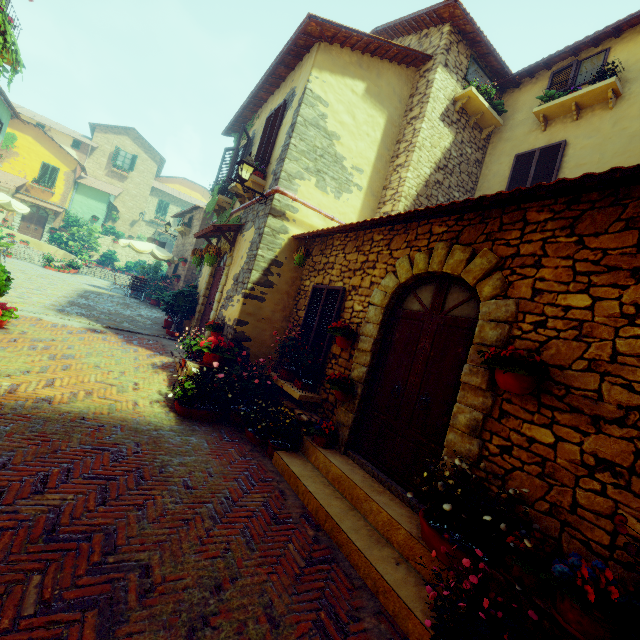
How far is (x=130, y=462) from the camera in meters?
3.7 m

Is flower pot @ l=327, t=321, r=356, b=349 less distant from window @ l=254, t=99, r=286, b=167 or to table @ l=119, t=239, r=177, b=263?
window @ l=254, t=99, r=286, b=167

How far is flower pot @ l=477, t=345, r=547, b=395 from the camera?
2.8m

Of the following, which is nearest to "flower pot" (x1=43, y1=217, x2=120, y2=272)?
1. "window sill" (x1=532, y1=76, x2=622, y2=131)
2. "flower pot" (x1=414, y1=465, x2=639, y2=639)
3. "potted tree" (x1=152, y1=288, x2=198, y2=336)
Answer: "potted tree" (x1=152, y1=288, x2=198, y2=336)

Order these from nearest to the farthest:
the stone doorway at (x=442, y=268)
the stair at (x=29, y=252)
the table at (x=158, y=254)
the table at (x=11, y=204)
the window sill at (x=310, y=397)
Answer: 1. the stone doorway at (x=442, y=268)
2. the window sill at (x=310, y=397)
3. the table at (x=11, y=204)
4. the table at (x=158, y=254)
5. the stair at (x=29, y=252)

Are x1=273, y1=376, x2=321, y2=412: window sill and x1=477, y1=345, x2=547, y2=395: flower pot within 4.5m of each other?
yes

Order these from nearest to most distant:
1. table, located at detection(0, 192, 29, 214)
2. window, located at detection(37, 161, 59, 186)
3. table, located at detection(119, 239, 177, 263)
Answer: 1. table, located at detection(0, 192, 29, 214)
2. table, located at detection(119, 239, 177, 263)
3. window, located at detection(37, 161, 59, 186)

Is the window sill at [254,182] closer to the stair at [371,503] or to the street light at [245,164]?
the street light at [245,164]
